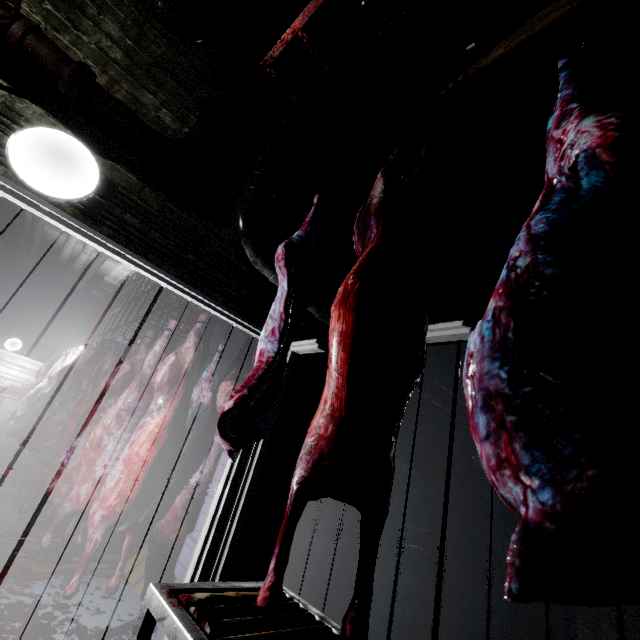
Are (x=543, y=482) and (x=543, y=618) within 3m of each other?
no

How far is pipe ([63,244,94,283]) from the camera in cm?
674

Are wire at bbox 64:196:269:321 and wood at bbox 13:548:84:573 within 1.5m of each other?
no

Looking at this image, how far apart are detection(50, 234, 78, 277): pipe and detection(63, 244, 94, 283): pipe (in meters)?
0.12

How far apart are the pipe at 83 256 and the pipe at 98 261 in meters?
0.1 m

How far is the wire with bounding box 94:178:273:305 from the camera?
1.6m

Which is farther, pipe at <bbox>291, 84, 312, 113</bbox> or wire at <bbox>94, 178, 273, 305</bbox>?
pipe at <bbox>291, 84, 312, 113</bbox>

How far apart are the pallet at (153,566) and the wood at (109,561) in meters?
0.1 m
